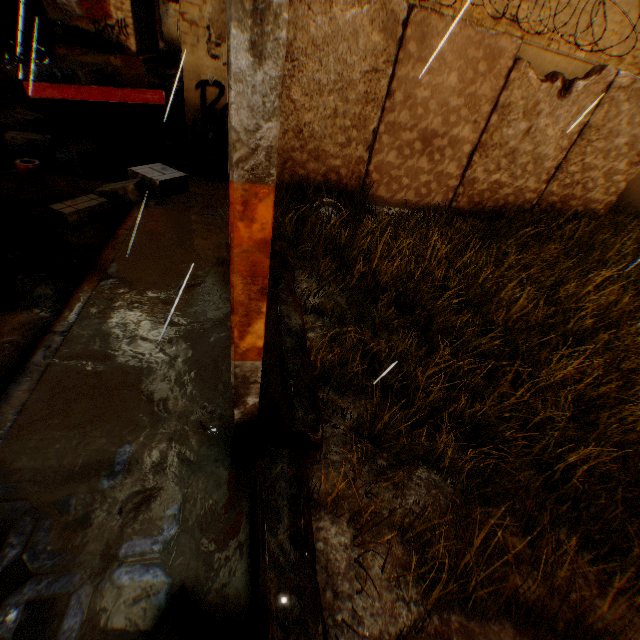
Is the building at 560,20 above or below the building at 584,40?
above

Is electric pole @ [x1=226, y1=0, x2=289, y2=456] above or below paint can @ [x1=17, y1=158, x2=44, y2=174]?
above

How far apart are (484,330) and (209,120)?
6.64m

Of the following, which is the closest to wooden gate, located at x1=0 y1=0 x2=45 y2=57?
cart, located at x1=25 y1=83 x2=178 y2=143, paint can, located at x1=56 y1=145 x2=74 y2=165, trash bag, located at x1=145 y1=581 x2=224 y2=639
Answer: cart, located at x1=25 y1=83 x2=178 y2=143

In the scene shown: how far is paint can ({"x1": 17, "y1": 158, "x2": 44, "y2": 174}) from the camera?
5.7m

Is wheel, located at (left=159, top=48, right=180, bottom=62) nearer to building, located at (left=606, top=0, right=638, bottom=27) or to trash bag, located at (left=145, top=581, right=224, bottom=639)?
Answer: building, located at (left=606, top=0, right=638, bottom=27)

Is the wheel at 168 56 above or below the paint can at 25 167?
above

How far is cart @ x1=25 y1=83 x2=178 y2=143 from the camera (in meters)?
5.32
